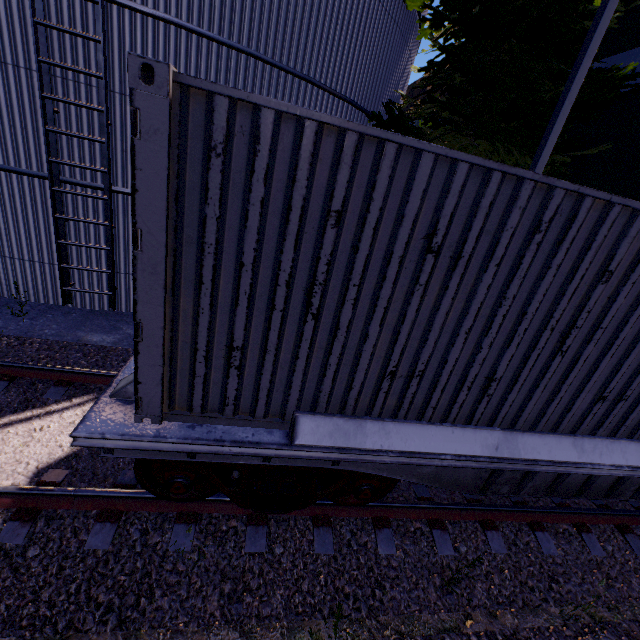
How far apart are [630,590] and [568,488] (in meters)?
1.56

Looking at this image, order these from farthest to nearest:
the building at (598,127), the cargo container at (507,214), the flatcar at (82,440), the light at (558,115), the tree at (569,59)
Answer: the building at (598,127) < the tree at (569,59) < the light at (558,115) < the flatcar at (82,440) < the cargo container at (507,214)

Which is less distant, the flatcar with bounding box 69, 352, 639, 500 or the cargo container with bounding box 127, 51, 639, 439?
the cargo container with bounding box 127, 51, 639, 439

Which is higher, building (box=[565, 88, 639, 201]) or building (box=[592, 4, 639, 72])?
building (box=[592, 4, 639, 72])

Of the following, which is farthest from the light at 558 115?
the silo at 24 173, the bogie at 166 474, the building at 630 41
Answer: the bogie at 166 474

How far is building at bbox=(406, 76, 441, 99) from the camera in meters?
18.9 m

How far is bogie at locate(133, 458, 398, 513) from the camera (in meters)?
3.17

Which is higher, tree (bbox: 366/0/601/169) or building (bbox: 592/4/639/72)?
building (bbox: 592/4/639/72)
